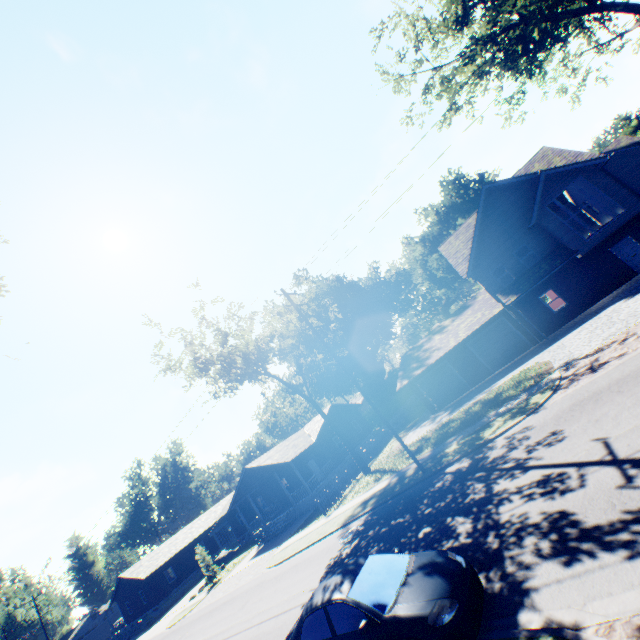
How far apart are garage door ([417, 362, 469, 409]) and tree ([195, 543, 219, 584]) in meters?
26.9

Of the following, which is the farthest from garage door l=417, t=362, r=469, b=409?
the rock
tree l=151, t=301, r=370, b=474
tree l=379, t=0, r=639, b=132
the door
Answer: the rock

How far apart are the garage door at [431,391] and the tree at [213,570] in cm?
2686

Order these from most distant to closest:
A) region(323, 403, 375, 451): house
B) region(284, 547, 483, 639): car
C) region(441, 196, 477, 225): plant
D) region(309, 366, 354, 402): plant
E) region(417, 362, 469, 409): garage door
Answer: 1. region(441, 196, 477, 225): plant
2. region(309, 366, 354, 402): plant
3. region(323, 403, 375, 451): house
4. region(417, 362, 469, 409): garage door
5. region(284, 547, 483, 639): car

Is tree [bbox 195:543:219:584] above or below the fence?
above

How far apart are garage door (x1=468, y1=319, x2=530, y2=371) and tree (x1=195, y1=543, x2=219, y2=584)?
32.1m

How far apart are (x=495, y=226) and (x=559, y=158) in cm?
682

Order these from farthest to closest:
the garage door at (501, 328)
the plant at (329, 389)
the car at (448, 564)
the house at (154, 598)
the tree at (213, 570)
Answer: the plant at (329, 389), the house at (154, 598), the tree at (213, 570), the garage door at (501, 328), the car at (448, 564)
